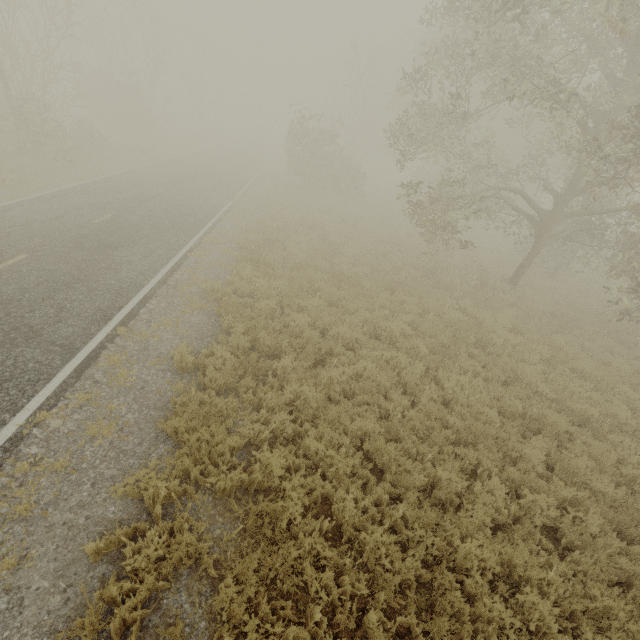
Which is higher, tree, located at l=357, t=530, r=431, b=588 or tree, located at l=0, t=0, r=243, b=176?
tree, located at l=0, t=0, r=243, b=176

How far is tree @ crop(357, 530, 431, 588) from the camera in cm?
446

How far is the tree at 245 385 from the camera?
6.7 meters

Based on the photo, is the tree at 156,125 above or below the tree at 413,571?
above

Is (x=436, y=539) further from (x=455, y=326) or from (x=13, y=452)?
(x=455, y=326)

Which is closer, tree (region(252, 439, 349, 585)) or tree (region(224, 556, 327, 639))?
tree (region(224, 556, 327, 639))
